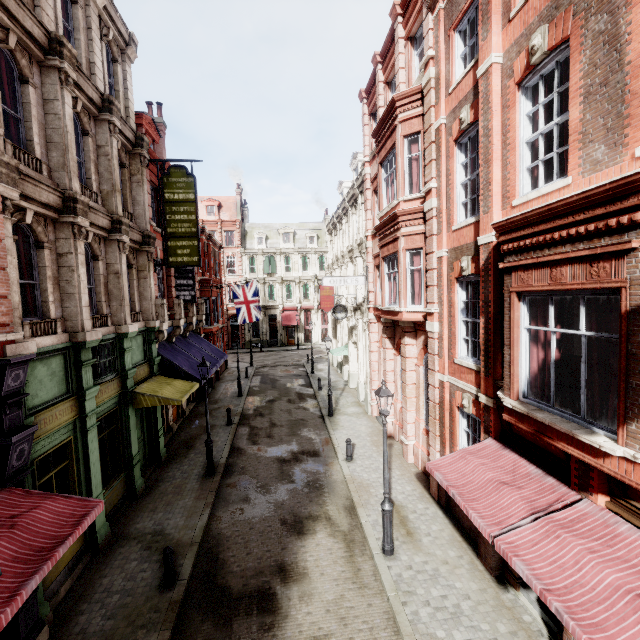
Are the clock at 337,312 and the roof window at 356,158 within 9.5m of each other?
yes

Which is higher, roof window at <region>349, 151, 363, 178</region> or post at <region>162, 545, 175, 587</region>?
roof window at <region>349, 151, 363, 178</region>

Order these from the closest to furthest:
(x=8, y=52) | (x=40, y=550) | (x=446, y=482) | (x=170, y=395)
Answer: (x=40, y=550)
(x=446, y=482)
(x=8, y=52)
(x=170, y=395)

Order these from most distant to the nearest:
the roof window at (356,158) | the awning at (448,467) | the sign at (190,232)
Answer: the roof window at (356,158)
the sign at (190,232)
the awning at (448,467)

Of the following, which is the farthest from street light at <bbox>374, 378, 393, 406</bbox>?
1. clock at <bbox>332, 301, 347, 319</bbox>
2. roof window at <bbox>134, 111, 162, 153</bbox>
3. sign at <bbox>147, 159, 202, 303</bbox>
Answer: roof window at <bbox>134, 111, 162, 153</bbox>

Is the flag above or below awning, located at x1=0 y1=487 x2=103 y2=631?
above

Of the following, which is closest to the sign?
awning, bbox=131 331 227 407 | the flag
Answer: awning, bbox=131 331 227 407

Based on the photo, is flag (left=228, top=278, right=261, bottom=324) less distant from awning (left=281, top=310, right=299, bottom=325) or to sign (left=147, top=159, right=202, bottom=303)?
sign (left=147, top=159, right=202, bottom=303)
